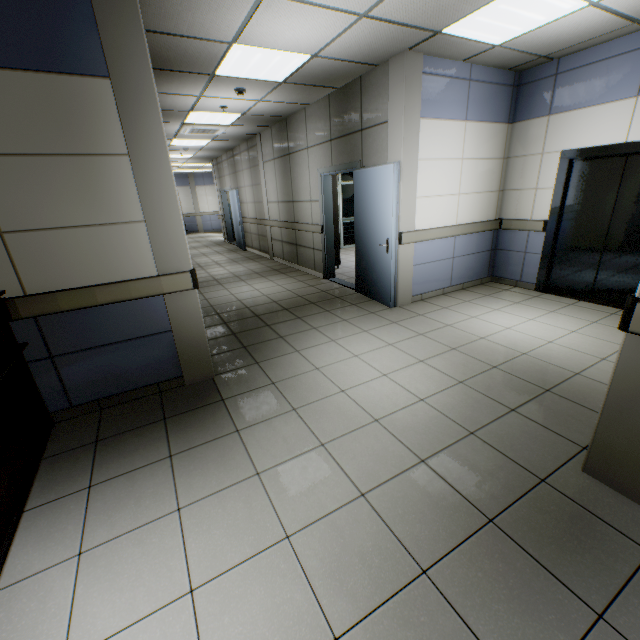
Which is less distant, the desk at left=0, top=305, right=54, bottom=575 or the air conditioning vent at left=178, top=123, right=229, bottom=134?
the desk at left=0, top=305, right=54, bottom=575

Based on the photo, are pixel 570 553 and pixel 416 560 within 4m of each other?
yes

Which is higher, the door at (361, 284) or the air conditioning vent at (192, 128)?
the air conditioning vent at (192, 128)

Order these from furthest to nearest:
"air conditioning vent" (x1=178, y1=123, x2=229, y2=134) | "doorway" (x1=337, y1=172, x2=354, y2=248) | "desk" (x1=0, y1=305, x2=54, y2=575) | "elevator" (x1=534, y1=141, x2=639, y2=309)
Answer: "doorway" (x1=337, y1=172, x2=354, y2=248)
"air conditioning vent" (x1=178, y1=123, x2=229, y2=134)
"elevator" (x1=534, y1=141, x2=639, y2=309)
"desk" (x1=0, y1=305, x2=54, y2=575)

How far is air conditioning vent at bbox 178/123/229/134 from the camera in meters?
6.9 m

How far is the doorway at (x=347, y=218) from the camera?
10.1m

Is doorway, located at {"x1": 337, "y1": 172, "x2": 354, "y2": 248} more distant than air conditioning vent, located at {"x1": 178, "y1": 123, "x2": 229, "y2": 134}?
Yes

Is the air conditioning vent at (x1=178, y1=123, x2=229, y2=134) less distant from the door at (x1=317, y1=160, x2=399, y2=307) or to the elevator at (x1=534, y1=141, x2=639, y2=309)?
the door at (x1=317, y1=160, x2=399, y2=307)
